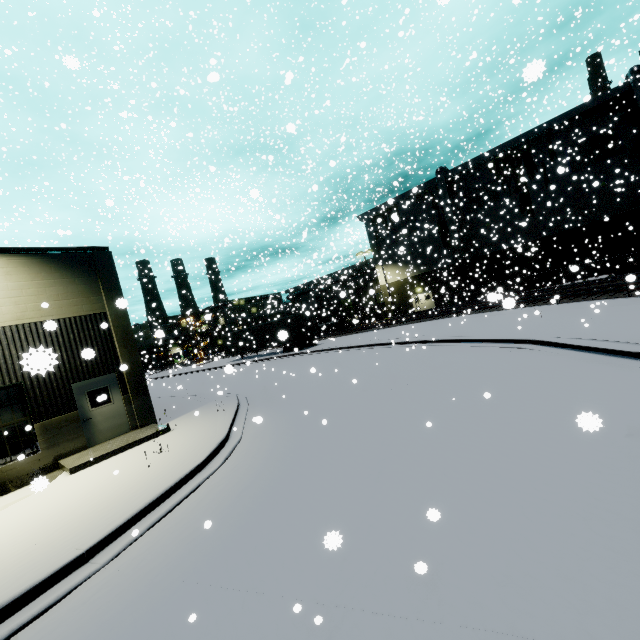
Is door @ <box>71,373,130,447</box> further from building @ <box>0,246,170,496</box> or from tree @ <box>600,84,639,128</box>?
tree @ <box>600,84,639,128</box>

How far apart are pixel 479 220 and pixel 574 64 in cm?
1478

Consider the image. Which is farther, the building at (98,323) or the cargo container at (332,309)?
the cargo container at (332,309)

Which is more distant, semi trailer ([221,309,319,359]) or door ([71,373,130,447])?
semi trailer ([221,309,319,359])

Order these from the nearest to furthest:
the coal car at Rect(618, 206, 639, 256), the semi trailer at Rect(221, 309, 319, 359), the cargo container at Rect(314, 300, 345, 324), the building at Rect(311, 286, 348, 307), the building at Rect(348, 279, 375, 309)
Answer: the coal car at Rect(618, 206, 639, 256) → the building at Rect(311, 286, 348, 307) → the semi trailer at Rect(221, 309, 319, 359) → the building at Rect(348, 279, 375, 309) → the cargo container at Rect(314, 300, 345, 324)

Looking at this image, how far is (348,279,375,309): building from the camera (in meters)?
33.30

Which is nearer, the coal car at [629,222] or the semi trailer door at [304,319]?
the coal car at [629,222]

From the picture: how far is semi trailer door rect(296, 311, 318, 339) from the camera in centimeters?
3142cm
